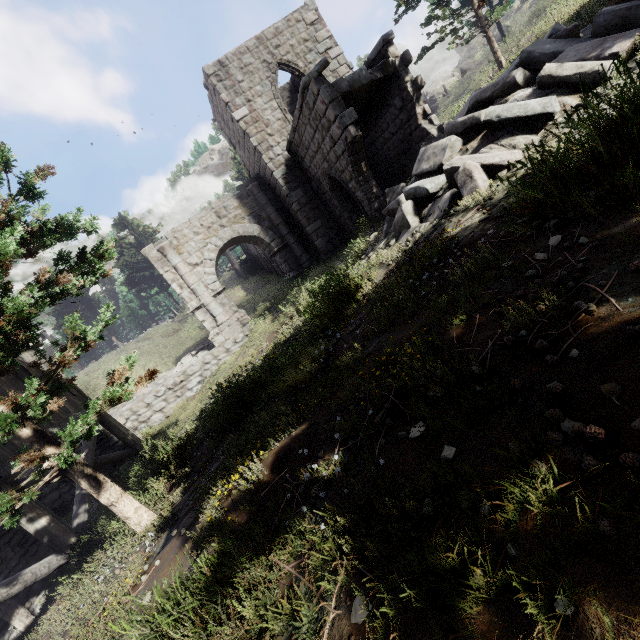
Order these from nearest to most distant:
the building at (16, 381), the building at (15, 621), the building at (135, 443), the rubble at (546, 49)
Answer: the rubble at (546, 49) → the building at (15, 621) → the building at (16, 381) → the building at (135, 443)

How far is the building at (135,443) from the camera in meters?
9.9

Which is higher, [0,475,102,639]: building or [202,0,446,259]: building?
[202,0,446,259]: building

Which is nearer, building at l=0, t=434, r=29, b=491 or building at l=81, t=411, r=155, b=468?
building at l=0, t=434, r=29, b=491

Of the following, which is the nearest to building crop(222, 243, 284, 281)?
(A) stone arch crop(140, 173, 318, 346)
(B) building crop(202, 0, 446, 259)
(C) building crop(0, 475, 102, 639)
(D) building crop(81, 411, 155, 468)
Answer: (B) building crop(202, 0, 446, 259)

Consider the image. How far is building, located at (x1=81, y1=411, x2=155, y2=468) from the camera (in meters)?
9.87

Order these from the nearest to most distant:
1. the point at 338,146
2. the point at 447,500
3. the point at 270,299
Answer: the point at 447,500 < the point at 338,146 < the point at 270,299

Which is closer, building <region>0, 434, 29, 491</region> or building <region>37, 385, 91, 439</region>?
building <region>0, 434, 29, 491</region>
